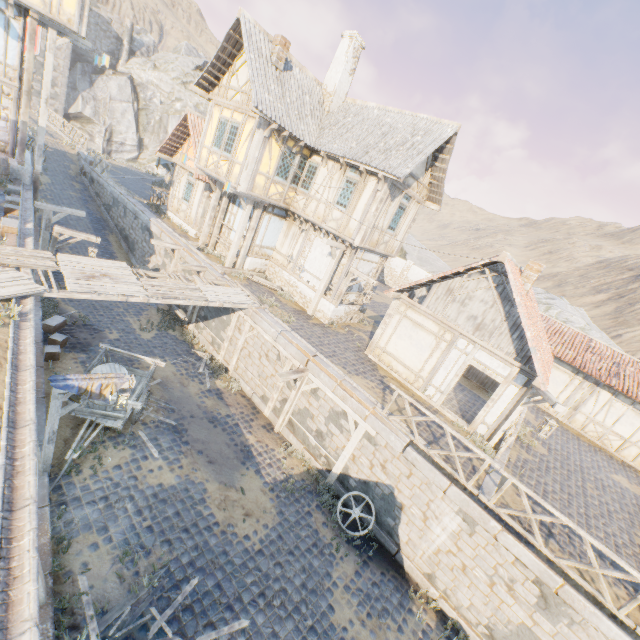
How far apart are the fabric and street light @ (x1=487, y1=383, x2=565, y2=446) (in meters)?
11.27

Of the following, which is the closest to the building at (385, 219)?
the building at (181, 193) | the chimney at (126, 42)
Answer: the building at (181, 193)

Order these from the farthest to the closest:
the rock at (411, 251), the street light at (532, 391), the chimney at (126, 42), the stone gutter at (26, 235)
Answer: the chimney at (126, 42)
the rock at (411, 251)
the stone gutter at (26, 235)
the street light at (532, 391)

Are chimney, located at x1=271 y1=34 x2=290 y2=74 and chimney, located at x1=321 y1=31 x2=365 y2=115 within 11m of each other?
yes

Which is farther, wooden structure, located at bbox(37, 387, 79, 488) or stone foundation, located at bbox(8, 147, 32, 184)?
stone foundation, located at bbox(8, 147, 32, 184)

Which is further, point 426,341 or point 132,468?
point 426,341

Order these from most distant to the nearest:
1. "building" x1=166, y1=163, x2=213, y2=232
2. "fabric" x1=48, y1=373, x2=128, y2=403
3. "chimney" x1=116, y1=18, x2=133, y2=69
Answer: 1. "chimney" x1=116, y1=18, x2=133, y2=69
2. "building" x1=166, y1=163, x2=213, y2=232
3. "fabric" x1=48, y1=373, x2=128, y2=403

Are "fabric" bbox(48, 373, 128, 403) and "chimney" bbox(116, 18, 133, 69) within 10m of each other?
no
